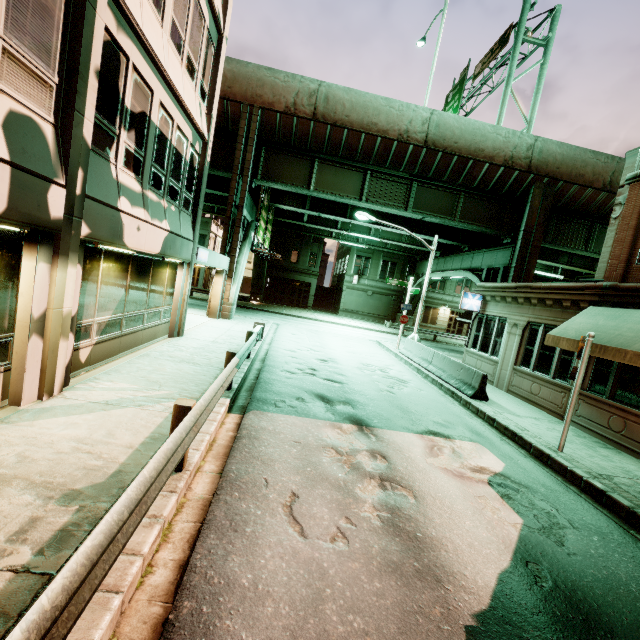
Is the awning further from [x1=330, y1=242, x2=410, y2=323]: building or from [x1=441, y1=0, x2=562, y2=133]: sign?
[x1=330, y1=242, x2=410, y2=323]: building

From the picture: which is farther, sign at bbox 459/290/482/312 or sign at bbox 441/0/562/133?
sign at bbox 441/0/562/133

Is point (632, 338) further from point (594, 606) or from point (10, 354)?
point (10, 354)

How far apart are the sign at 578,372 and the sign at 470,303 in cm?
885

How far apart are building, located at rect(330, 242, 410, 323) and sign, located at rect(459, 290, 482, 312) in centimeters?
2479cm

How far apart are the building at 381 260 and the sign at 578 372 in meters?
33.8

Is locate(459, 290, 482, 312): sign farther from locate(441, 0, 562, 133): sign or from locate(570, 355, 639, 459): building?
locate(441, 0, 562, 133): sign

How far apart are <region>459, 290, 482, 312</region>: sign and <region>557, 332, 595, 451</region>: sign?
8.9m
